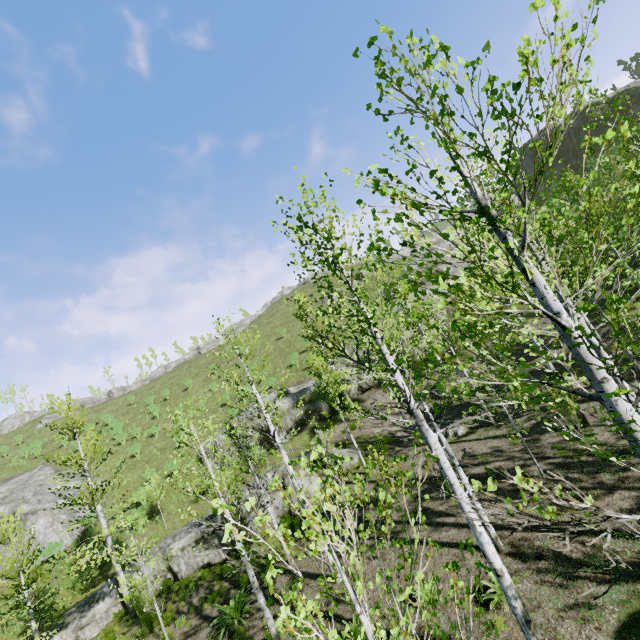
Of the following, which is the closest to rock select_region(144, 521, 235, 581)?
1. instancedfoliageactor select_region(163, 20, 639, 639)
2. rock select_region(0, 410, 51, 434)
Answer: instancedfoliageactor select_region(163, 20, 639, 639)

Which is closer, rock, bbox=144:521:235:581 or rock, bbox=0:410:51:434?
rock, bbox=144:521:235:581

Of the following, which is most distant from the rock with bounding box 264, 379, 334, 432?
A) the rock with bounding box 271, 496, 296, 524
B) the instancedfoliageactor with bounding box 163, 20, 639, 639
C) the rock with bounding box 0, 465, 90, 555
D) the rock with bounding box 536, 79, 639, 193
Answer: the rock with bounding box 536, 79, 639, 193

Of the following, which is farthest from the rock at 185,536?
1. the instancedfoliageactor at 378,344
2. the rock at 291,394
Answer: the rock at 291,394

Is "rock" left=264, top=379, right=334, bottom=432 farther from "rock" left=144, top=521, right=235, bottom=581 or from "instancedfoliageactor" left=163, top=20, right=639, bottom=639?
"instancedfoliageactor" left=163, top=20, right=639, bottom=639

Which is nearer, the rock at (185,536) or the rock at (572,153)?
the rock at (185,536)

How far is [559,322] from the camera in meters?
2.5 m

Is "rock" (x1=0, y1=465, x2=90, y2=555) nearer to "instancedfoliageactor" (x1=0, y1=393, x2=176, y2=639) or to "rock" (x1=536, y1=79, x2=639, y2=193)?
"instancedfoliageactor" (x1=0, y1=393, x2=176, y2=639)
